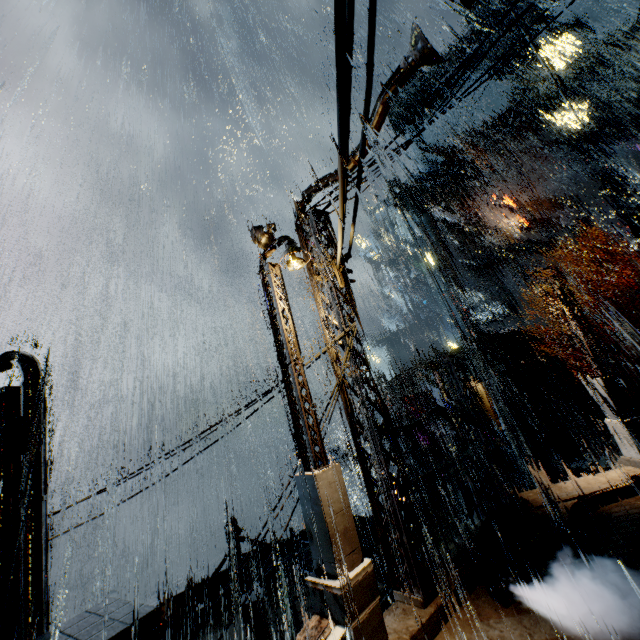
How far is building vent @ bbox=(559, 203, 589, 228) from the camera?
38.0 meters

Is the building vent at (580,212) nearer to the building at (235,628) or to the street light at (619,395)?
the building at (235,628)

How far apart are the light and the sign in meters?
41.2 m

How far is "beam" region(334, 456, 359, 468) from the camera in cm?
3016

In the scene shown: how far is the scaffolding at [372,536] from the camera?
8.8 meters

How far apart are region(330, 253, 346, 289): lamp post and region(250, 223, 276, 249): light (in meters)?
2.17

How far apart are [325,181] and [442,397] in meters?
7.9 m

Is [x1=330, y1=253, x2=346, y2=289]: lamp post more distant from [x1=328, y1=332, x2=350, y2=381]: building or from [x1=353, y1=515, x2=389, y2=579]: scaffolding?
[x1=353, y1=515, x2=389, y2=579]: scaffolding
